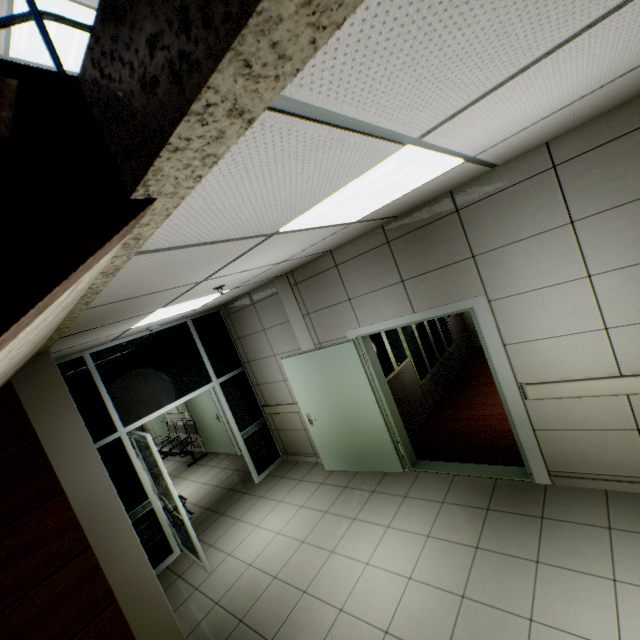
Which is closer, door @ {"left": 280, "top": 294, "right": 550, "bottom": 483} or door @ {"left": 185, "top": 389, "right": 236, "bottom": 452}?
door @ {"left": 280, "top": 294, "right": 550, "bottom": 483}

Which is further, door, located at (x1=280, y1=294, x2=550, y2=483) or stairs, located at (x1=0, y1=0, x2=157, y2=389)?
door, located at (x1=280, y1=294, x2=550, y2=483)

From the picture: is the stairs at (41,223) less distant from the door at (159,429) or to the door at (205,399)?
the door at (205,399)

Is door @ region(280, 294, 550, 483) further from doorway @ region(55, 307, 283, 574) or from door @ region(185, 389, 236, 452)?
door @ region(185, 389, 236, 452)

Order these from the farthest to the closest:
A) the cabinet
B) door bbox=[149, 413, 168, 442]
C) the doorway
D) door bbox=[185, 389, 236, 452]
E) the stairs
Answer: door bbox=[149, 413, 168, 442], door bbox=[185, 389, 236, 452], the cabinet, the doorway, the stairs

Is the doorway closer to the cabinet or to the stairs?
Result: the stairs

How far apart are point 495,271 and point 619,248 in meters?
0.9

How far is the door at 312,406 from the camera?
3.4m
